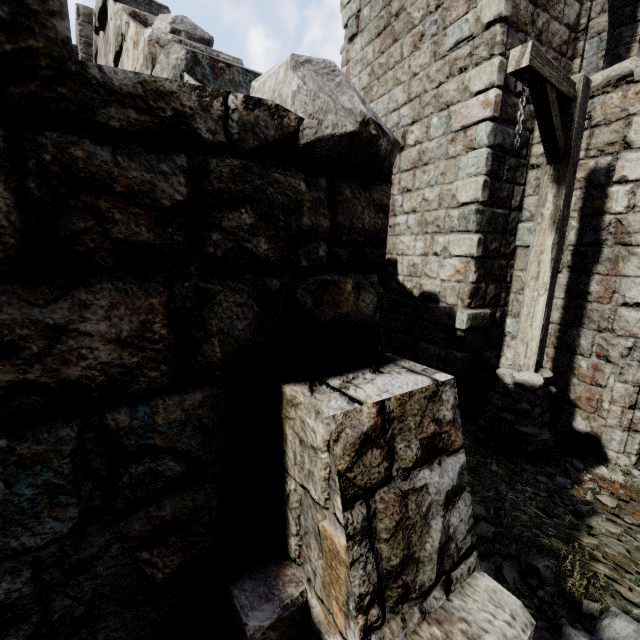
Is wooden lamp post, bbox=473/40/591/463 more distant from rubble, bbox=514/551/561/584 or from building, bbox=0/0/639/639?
rubble, bbox=514/551/561/584

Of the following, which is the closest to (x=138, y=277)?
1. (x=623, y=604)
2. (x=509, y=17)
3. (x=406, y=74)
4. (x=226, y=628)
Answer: (x=226, y=628)

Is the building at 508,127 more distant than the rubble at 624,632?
No

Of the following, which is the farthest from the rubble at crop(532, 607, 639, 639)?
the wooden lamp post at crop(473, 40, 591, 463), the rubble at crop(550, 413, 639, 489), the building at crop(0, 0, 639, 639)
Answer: the rubble at crop(550, 413, 639, 489)

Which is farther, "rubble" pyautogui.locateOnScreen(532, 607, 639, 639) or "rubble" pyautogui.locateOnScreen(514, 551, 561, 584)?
"rubble" pyautogui.locateOnScreen(514, 551, 561, 584)

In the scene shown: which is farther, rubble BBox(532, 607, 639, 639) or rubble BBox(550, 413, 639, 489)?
rubble BBox(550, 413, 639, 489)

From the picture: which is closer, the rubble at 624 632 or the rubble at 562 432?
the rubble at 624 632

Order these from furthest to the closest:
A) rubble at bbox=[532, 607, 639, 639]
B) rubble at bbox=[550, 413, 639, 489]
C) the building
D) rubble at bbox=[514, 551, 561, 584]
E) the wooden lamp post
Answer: rubble at bbox=[550, 413, 639, 489]
the wooden lamp post
rubble at bbox=[514, 551, 561, 584]
rubble at bbox=[532, 607, 639, 639]
the building
